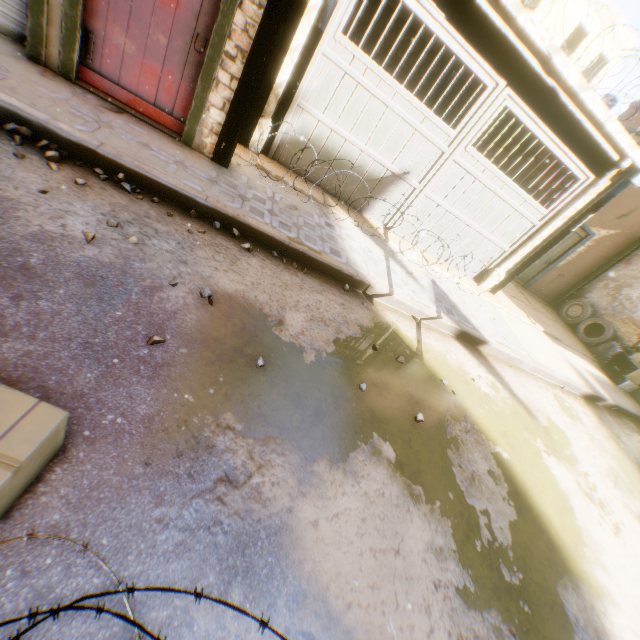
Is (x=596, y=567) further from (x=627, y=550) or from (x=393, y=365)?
(x=393, y=365)

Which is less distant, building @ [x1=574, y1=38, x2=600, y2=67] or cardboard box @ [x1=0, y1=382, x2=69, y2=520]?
cardboard box @ [x1=0, y1=382, x2=69, y2=520]

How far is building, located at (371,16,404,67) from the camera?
8.9 meters

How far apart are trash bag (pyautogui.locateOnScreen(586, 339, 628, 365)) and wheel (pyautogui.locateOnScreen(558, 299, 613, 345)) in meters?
0.1 m

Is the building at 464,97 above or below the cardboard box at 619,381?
above

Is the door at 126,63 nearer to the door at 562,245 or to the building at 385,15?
the building at 385,15

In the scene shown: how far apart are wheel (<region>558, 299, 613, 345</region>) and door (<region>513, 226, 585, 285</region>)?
0.4m

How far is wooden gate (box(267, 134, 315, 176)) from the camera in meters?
5.7 m
